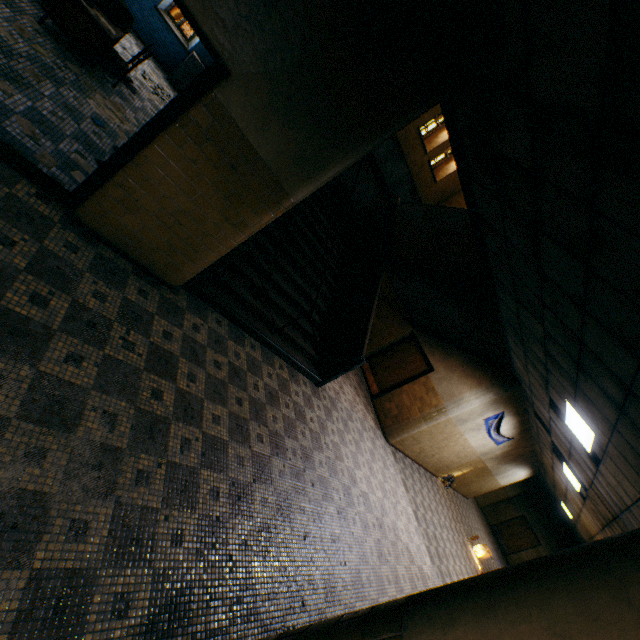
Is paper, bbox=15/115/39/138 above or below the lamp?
below

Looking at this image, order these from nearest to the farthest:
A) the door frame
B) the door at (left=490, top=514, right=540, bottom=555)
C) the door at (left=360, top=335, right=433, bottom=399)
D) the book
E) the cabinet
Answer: the door frame → the book → the cabinet → the door at (left=360, top=335, right=433, bottom=399) → the door at (left=490, top=514, right=540, bottom=555)

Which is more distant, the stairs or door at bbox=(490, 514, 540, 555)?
door at bbox=(490, 514, 540, 555)

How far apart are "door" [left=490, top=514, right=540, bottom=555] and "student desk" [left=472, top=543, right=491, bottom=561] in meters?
9.9

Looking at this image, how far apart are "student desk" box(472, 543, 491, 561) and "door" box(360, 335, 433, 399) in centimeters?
725cm

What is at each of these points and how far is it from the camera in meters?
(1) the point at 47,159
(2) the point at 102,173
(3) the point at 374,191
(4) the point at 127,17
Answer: (1) paper, 3.5
(2) door frame, 3.2
(3) stairs, 12.2
(4) book, 5.7

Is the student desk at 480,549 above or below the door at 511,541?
below

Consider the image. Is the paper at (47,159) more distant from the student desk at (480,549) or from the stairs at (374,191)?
the student desk at (480,549)
